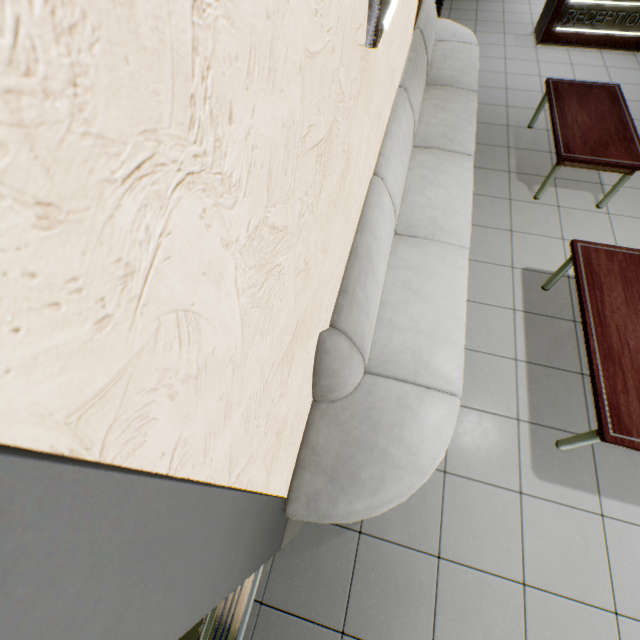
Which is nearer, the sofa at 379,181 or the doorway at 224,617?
the doorway at 224,617

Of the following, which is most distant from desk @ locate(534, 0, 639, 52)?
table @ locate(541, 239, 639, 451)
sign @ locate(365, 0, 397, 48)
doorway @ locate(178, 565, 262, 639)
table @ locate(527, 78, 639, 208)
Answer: doorway @ locate(178, 565, 262, 639)

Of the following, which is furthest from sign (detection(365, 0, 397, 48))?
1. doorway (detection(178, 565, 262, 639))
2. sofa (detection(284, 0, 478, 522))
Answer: doorway (detection(178, 565, 262, 639))

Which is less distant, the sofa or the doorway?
the doorway

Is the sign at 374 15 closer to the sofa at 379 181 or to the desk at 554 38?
the sofa at 379 181

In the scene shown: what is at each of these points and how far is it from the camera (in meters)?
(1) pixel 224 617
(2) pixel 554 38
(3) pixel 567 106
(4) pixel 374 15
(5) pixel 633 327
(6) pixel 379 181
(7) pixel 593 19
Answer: (1) doorway, 1.44
(2) desk, 5.35
(3) table, 3.54
(4) sign, 1.31
(5) table, 2.17
(6) sofa, 2.14
(7) sign, 5.05

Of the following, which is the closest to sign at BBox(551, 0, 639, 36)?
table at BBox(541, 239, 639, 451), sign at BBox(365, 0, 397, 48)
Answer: sign at BBox(365, 0, 397, 48)

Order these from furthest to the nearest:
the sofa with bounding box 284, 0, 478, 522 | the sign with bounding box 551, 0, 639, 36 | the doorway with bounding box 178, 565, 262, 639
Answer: the sign with bounding box 551, 0, 639, 36 < the sofa with bounding box 284, 0, 478, 522 < the doorway with bounding box 178, 565, 262, 639
